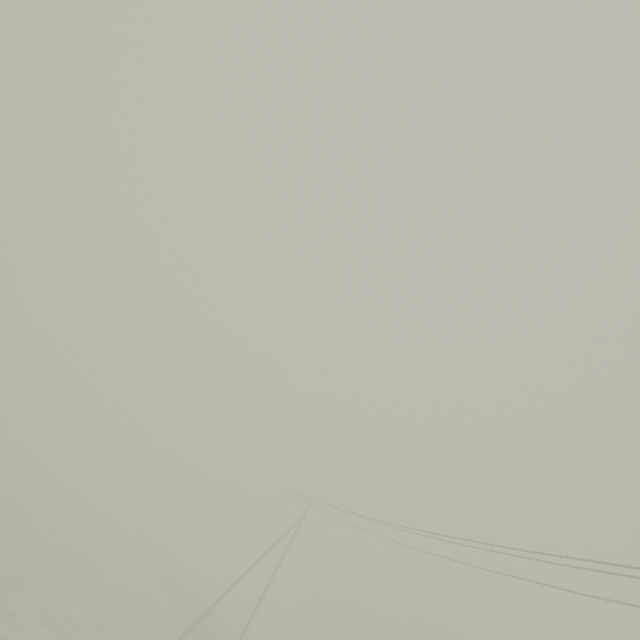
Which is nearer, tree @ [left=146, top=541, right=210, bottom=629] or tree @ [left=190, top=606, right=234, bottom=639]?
tree @ [left=190, top=606, right=234, bottom=639]

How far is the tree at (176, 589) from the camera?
32.1 meters

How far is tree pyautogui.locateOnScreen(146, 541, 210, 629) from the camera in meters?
32.1

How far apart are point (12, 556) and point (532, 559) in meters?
25.5 m

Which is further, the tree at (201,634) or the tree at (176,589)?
the tree at (176,589)
